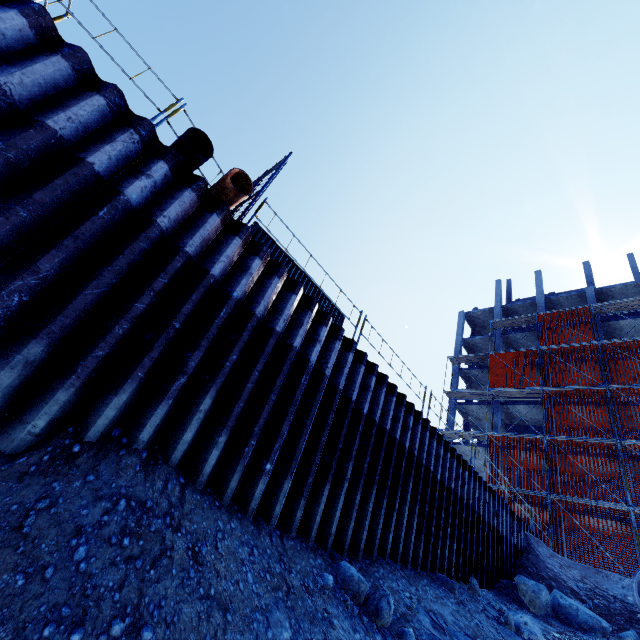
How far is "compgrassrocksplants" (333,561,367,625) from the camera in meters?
4.7 m

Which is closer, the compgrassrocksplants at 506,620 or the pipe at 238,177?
the pipe at 238,177

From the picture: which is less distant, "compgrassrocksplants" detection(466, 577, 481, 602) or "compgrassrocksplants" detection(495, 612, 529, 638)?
"compgrassrocksplants" detection(495, 612, 529, 638)

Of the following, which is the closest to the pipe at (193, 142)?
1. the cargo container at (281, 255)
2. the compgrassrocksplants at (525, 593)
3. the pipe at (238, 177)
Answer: the pipe at (238, 177)

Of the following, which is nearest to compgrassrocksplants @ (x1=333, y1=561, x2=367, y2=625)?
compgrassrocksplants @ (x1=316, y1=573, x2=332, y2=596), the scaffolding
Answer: compgrassrocksplants @ (x1=316, y1=573, x2=332, y2=596)

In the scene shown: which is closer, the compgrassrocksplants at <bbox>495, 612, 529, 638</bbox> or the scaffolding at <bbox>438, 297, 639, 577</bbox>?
the compgrassrocksplants at <bbox>495, 612, 529, 638</bbox>

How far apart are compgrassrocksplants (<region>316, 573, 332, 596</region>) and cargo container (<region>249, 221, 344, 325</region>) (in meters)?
8.92

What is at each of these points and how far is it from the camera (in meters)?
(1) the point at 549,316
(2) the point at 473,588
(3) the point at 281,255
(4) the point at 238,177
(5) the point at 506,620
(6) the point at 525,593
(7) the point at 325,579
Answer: (1) scaffolding, 29.17
(2) compgrassrocksplants, 8.27
(3) cargo container, 13.37
(4) pipe, 5.52
(5) compgrassrocksplants, 7.29
(6) compgrassrocksplants, 10.06
(7) compgrassrocksplants, 4.77
